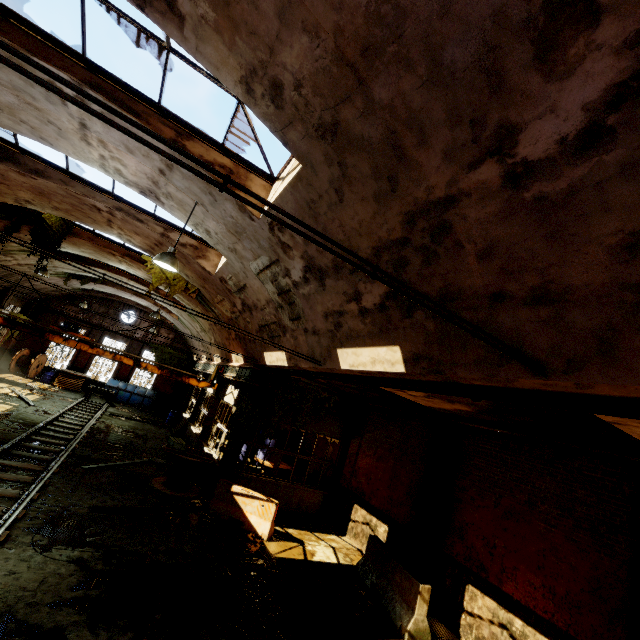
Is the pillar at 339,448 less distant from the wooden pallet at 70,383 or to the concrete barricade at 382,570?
the concrete barricade at 382,570

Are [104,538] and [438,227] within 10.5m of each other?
yes

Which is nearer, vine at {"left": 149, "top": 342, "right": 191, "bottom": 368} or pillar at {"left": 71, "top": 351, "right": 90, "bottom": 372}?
pillar at {"left": 71, "top": 351, "right": 90, "bottom": 372}

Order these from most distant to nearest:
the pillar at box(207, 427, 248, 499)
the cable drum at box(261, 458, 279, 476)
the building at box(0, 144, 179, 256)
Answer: the cable drum at box(261, 458, 279, 476)
the pillar at box(207, 427, 248, 499)
the building at box(0, 144, 179, 256)

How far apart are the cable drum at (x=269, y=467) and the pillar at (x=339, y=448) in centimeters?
155cm

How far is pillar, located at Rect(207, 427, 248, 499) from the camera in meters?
11.5

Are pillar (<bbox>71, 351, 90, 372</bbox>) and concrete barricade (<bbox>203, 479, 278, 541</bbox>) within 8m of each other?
no

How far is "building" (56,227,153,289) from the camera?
13.55m
